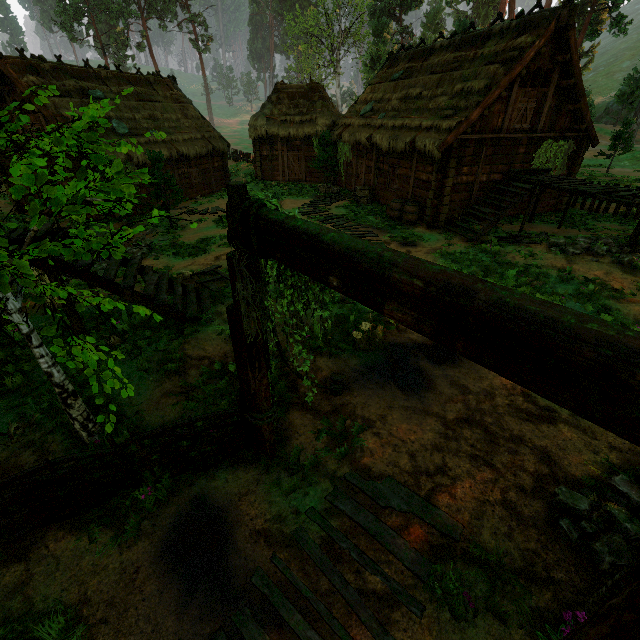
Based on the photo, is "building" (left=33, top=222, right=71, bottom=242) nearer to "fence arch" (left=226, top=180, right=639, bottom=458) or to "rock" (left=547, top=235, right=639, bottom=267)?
"rock" (left=547, top=235, right=639, bottom=267)

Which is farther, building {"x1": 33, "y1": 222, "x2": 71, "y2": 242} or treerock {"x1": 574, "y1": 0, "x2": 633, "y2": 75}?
treerock {"x1": 574, "y1": 0, "x2": 633, "y2": 75}

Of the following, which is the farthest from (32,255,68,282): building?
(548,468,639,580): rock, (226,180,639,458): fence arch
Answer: (226,180,639,458): fence arch

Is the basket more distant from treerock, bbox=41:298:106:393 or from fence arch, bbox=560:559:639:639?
fence arch, bbox=560:559:639:639

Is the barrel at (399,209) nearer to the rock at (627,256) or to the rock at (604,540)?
the rock at (627,256)

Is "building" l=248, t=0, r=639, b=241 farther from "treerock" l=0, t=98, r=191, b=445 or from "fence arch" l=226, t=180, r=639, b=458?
"fence arch" l=226, t=180, r=639, b=458

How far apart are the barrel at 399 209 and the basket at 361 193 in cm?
190

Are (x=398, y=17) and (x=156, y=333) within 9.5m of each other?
no
